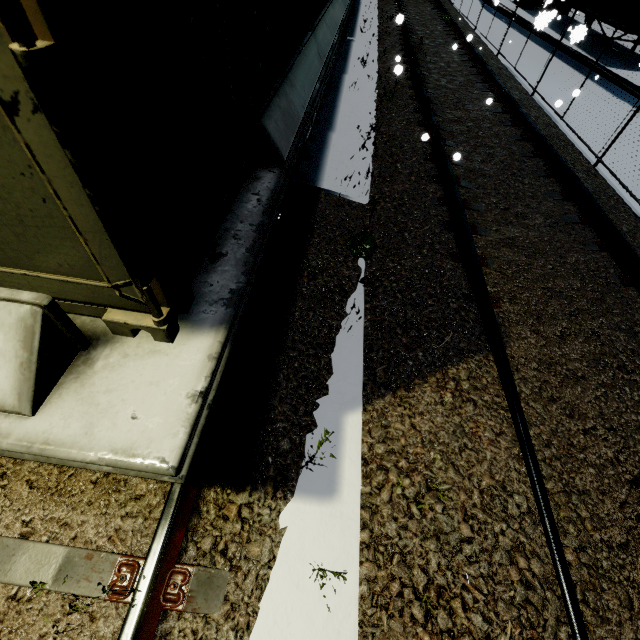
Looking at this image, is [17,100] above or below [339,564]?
above

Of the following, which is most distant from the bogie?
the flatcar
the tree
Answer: the tree

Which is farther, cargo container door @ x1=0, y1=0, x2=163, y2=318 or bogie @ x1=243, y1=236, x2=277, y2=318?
bogie @ x1=243, y1=236, x2=277, y2=318

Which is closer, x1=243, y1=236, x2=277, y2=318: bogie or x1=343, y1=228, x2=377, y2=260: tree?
x1=243, y1=236, x2=277, y2=318: bogie

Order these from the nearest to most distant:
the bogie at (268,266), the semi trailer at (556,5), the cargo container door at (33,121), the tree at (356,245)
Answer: the cargo container door at (33,121) < the bogie at (268,266) < the tree at (356,245) < the semi trailer at (556,5)

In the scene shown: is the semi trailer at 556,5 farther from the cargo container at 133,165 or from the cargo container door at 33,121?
the cargo container door at 33,121

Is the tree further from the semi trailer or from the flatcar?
the semi trailer
